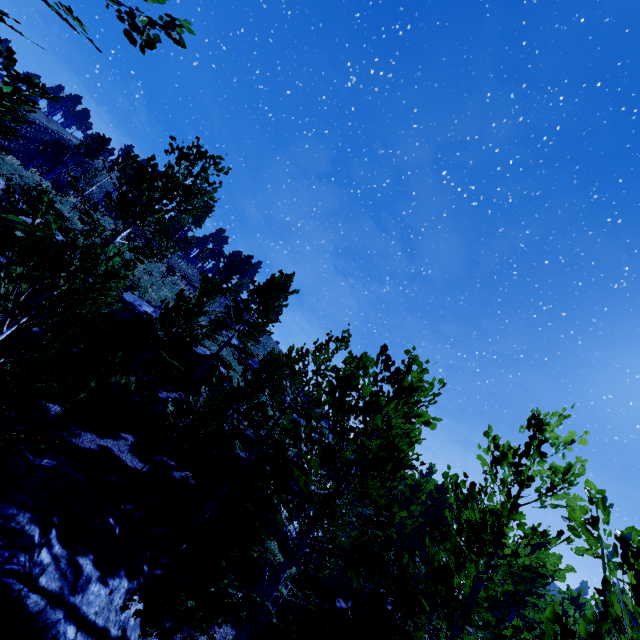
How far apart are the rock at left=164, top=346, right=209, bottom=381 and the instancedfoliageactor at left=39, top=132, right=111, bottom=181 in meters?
36.6 m

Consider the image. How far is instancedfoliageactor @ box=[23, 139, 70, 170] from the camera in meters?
36.8 m

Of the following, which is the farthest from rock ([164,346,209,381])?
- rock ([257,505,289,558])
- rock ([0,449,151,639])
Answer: rock ([0,449,151,639])

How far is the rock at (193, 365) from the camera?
19.4m

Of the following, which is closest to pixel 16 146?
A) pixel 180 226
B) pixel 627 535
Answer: pixel 180 226

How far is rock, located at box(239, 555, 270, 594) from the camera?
12.6 meters

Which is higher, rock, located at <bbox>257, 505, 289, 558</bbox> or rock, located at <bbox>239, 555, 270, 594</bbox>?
rock, located at <bbox>257, 505, 289, 558</bbox>

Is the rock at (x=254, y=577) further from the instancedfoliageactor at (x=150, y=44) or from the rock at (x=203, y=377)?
the rock at (x=203, y=377)
